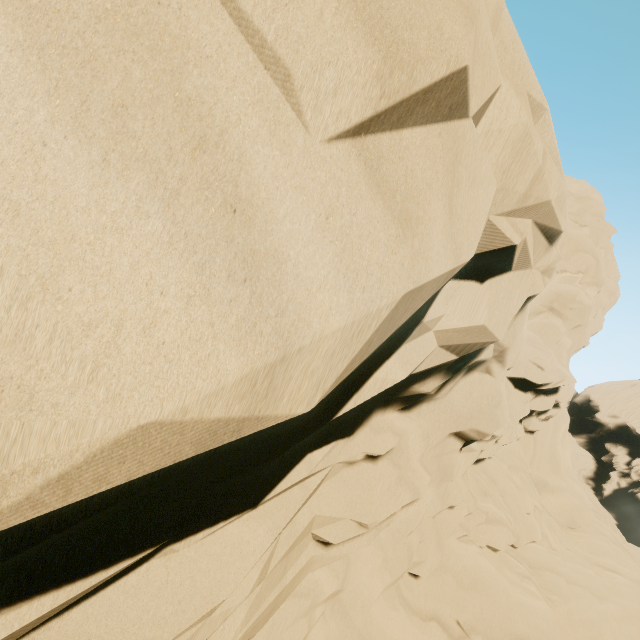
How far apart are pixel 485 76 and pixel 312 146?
2.31m
